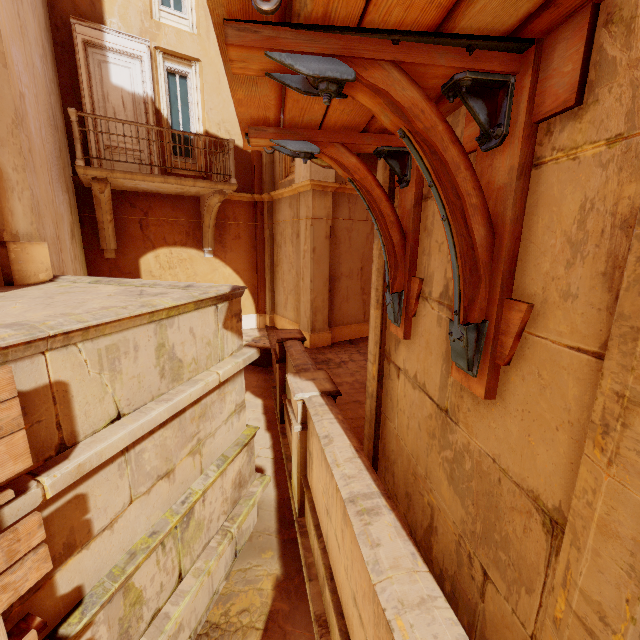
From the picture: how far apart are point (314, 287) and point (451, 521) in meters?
7.5 m

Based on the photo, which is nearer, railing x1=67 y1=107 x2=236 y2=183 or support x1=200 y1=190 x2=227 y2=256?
railing x1=67 y1=107 x2=236 y2=183

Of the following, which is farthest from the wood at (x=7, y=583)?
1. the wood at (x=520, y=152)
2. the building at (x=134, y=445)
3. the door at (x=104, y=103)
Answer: the door at (x=104, y=103)

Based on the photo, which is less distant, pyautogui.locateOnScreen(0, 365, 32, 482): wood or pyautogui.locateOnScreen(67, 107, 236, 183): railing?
pyautogui.locateOnScreen(0, 365, 32, 482): wood

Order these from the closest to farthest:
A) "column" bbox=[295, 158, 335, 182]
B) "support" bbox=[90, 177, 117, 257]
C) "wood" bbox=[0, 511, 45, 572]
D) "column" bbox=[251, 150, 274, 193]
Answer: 1. "wood" bbox=[0, 511, 45, 572]
2. "support" bbox=[90, 177, 117, 257]
3. "column" bbox=[295, 158, 335, 182]
4. "column" bbox=[251, 150, 274, 193]

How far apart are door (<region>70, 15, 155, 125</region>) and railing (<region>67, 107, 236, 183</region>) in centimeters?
155cm

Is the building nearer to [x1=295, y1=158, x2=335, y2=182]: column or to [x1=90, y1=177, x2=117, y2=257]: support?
[x1=90, y1=177, x2=117, y2=257]: support

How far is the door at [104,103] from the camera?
7.9m
